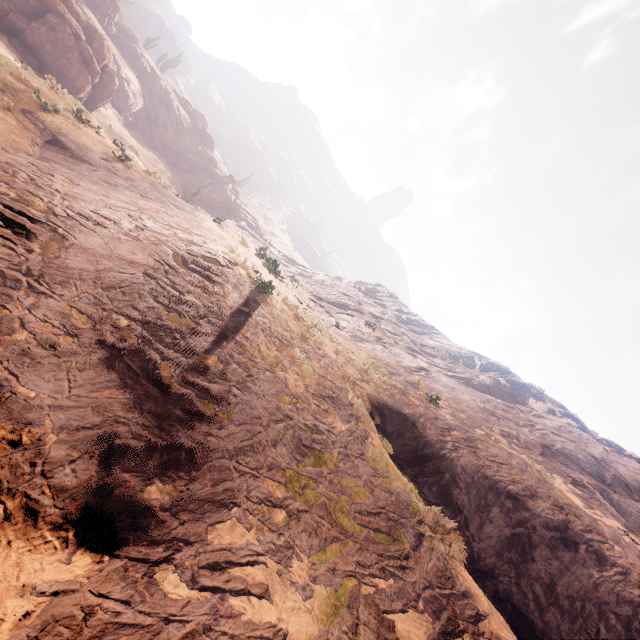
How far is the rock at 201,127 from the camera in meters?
58.0 m

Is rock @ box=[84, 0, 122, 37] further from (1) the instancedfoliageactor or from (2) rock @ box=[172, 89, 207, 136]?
(1) the instancedfoliageactor

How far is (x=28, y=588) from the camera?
3.20m

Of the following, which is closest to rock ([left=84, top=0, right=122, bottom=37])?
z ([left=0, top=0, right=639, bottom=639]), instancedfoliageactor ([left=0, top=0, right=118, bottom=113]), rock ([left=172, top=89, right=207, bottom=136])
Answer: rock ([left=172, top=89, right=207, bottom=136])

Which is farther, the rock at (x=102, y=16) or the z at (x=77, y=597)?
the rock at (x=102, y=16)

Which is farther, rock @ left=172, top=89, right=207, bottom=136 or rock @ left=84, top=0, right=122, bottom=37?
rock @ left=172, top=89, right=207, bottom=136

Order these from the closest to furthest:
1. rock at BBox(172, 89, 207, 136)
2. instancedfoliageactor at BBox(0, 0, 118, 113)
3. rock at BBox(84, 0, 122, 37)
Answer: instancedfoliageactor at BBox(0, 0, 118, 113), rock at BBox(84, 0, 122, 37), rock at BBox(172, 89, 207, 136)
